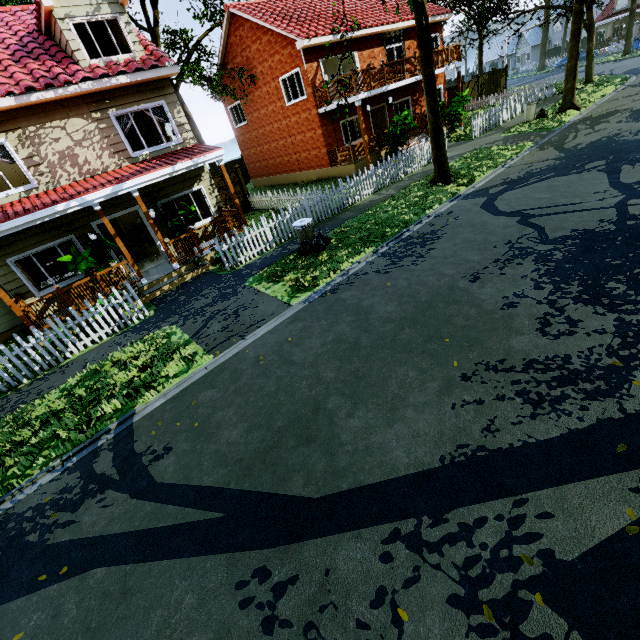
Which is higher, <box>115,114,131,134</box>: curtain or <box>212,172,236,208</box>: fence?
<box>115,114,131,134</box>: curtain

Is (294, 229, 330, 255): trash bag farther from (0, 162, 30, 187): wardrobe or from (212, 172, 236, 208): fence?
(0, 162, 30, 187): wardrobe

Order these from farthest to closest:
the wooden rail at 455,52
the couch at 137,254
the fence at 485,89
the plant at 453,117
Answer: the plant at 453,117
the fence at 485,89
the wooden rail at 455,52
the couch at 137,254

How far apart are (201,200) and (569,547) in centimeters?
1661cm

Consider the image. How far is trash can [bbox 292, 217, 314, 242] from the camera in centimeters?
1020cm

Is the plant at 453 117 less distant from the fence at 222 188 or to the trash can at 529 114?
the fence at 222 188

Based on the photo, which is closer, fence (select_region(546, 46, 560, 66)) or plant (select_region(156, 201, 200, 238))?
plant (select_region(156, 201, 200, 238))

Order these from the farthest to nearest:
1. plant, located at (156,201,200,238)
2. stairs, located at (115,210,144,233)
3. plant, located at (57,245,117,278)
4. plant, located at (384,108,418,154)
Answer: stairs, located at (115,210,144,233)
plant, located at (384,108,418,154)
plant, located at (156,201,200,238)
plant, located at (57,245,117,278)
